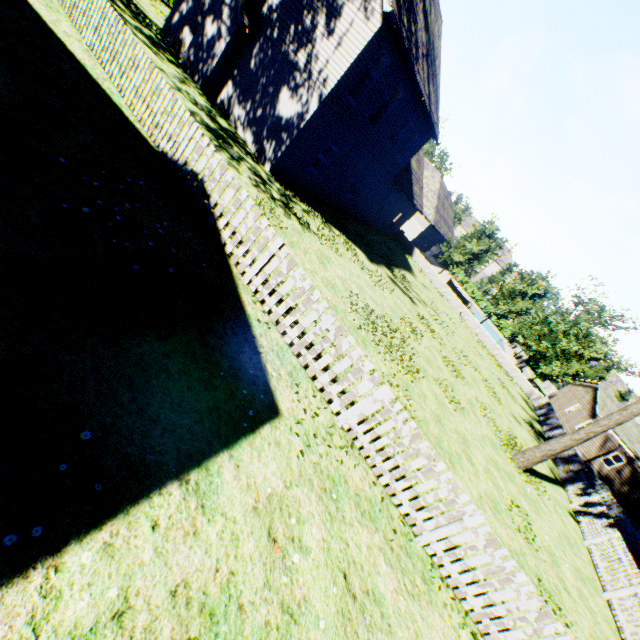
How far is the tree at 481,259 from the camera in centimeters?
3052cm

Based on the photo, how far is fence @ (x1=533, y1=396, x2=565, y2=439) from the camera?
21.6 meters

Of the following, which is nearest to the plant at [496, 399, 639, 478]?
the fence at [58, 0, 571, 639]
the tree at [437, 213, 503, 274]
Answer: the fence at [58, 0, 571, 639]

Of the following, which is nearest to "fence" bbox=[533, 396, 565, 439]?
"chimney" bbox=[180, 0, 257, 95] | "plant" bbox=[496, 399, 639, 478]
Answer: "plant" bbox=[496, 399, 639, 478]

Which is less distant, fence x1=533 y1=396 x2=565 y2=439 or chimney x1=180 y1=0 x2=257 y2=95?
chimney x1=180 y1=0 x2=257 y2=95

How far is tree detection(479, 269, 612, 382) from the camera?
28.0m

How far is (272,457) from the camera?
4.60m

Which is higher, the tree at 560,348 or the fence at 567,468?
the tree at 560,348
